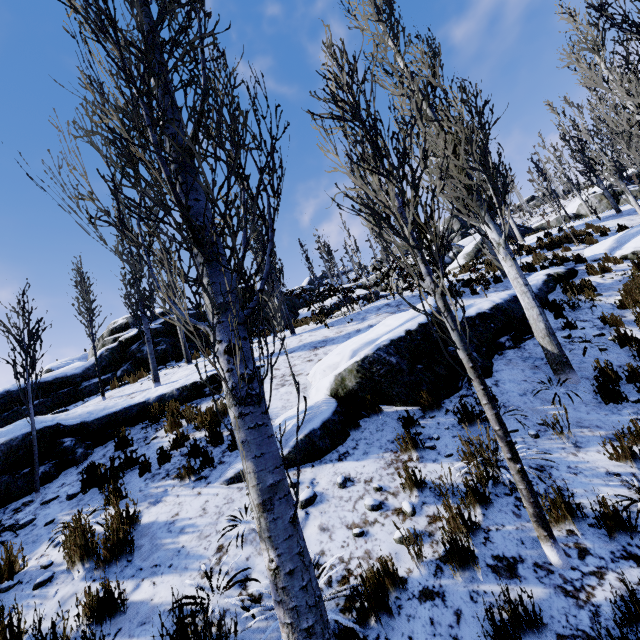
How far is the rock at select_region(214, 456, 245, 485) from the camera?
4.3m

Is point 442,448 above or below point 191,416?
below

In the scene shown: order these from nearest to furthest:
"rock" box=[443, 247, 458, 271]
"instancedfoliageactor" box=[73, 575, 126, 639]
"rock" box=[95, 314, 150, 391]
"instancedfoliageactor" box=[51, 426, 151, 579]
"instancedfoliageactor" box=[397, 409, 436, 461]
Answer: "instancedfoliageactor" box=[73, 575, 126, 639] → "instancedfoliageactor" box=[51, 426, 151, 579] → "instancedfoliageactor" box=[397, 409, 436, 461] → "rock" box=[95, 314, 150, 391] → "rock" box=[443, 247, 458, 271]

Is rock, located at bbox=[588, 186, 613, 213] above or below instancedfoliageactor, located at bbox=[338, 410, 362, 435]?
above

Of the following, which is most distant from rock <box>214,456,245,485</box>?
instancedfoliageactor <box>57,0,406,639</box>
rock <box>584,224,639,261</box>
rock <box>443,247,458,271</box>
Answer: rock <box>443,247,458,271</box>

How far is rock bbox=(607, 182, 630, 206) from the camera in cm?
2531

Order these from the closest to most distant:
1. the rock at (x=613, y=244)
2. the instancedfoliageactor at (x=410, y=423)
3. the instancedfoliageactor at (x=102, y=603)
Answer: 1. the instancedfoliageactor at (x=102, y=603)
2. the instancedfoliageactor at (x=410, y=423)
3. the rock at (x=613, y=244)

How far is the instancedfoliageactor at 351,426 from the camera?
4.8m
